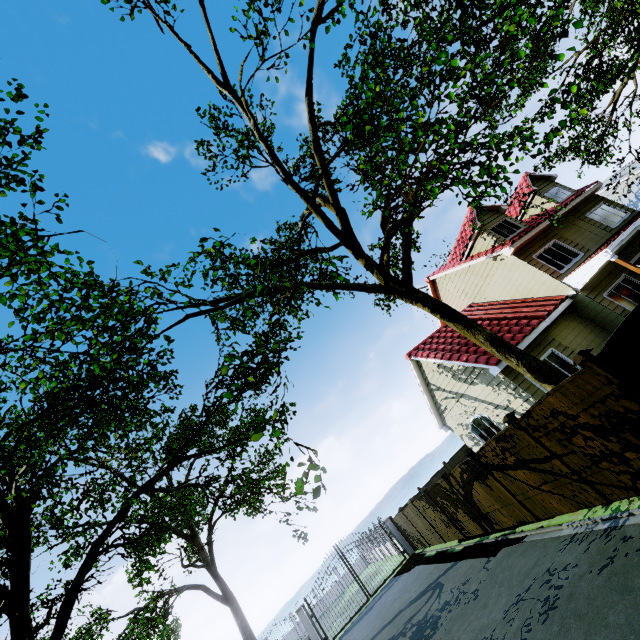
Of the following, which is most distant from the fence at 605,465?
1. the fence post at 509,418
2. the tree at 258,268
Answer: the tree at 258,268

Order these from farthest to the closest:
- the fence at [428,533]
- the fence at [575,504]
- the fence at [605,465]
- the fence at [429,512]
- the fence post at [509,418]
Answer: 1. the fence at [428,533]
2. the fence at [429,512]
3. the fence at [575,504]
4. the fence post at [509,418]
5. the fence at [605,465]

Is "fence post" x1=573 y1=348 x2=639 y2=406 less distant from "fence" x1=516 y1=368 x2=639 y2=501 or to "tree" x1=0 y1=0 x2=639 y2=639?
"fence" x1=516 y1=368 x2=639 y2=501

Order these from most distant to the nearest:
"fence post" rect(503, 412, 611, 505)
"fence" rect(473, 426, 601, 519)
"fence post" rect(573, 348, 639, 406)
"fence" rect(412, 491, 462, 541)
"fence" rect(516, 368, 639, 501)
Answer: "fence" rect(412, 491, 462, 541) < "fence" rect(473, 426, 601, 519) < "fence post" rect(503, 412, 611, 505) < "fence" rect(516, 368, 639, 501) < "fence post" rect(573, 348, 639, 406)

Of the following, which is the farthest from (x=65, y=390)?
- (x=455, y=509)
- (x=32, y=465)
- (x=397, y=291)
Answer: (x=455, y=509)

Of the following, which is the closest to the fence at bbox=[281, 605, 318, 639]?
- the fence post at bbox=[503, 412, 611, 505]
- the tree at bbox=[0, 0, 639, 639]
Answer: the fence post at bbox=[503, 412, 611, 505]

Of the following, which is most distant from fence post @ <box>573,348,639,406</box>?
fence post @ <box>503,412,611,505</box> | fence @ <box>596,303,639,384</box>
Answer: fence post @ <box>503,412,611,505</box>

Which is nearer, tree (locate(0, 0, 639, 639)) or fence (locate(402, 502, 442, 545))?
tree (locate(0, 0, 639, 639))
